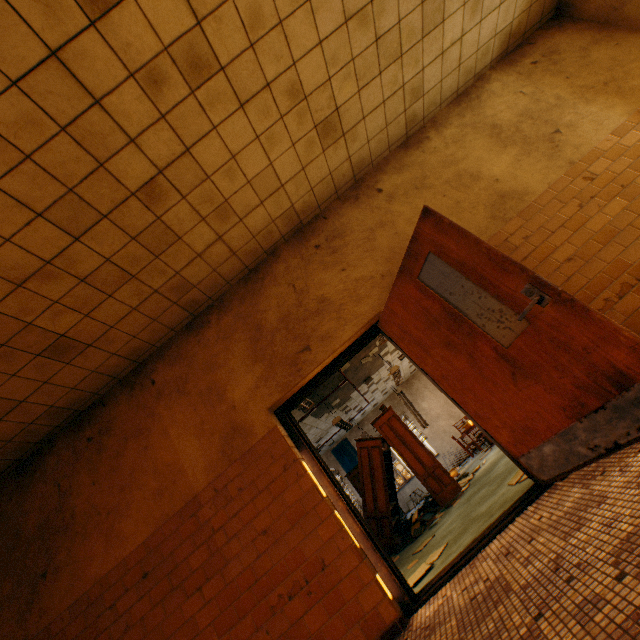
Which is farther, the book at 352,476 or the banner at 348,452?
the banner at 348,452

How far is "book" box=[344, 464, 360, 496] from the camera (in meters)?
10.85

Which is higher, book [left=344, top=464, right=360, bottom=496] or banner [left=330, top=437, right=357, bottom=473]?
banner [left=330, top=437, right=357, bottom=473]

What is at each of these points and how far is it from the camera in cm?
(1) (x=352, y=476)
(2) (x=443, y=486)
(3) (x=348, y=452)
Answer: (1) book, 1105
(2) book, 680
(3) banner, 1474

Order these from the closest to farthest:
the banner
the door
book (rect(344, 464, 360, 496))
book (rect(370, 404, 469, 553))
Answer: the door, book (rect(370, 404, 469, 553)), book (rect(344, 464, 360, 496)), the banner

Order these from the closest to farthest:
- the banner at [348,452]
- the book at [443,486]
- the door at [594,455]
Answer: the door at [594,455], the book at [443,486], the banner at [348,452]

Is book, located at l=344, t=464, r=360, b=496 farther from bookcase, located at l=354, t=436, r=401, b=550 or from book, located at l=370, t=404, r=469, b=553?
bookcase, located at l=354, t=436, r=401, b=550

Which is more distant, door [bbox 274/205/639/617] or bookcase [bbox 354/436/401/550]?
bookcase [bbox 354/436/401/550]
